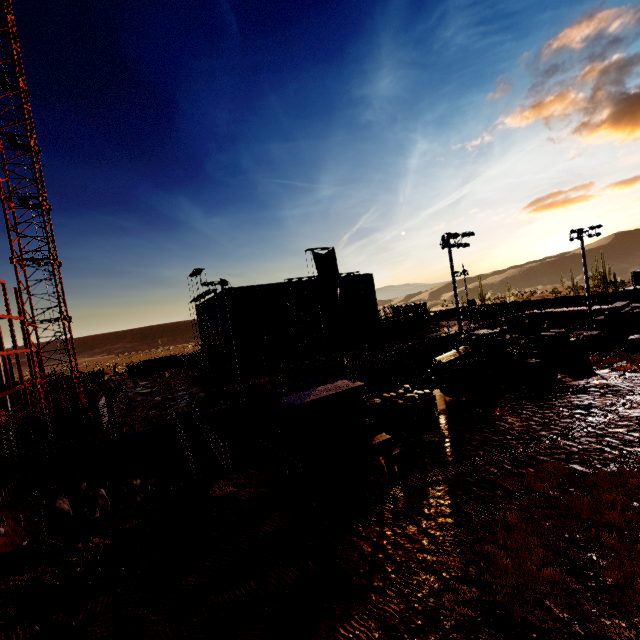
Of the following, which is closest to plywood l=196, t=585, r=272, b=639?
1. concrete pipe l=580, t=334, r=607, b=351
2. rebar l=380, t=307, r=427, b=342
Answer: concrete pipe l=580, t=334, r=607, b=351

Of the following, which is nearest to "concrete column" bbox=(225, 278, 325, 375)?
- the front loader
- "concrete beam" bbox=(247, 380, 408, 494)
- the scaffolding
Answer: the scaffolding

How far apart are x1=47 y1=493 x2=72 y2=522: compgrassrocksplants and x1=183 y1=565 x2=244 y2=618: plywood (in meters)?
16.36

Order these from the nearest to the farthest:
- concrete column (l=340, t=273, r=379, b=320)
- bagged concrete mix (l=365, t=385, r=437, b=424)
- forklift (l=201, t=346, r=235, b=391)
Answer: bagged concrete mix (l=365, t=385, r=437, b=424) < forklift (l=201, t=346, r=235, b=391) < concrete column (l=340, t=273, r=379, b=320)

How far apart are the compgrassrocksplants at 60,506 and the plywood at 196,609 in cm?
1636

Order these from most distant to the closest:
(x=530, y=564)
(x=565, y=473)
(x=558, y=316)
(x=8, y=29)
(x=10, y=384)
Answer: (x=558, y=316) → (x=10, y=384) → (x=8, y=29) → (x=565, y=473) → (x=530, y=564)

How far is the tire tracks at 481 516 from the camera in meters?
9.2

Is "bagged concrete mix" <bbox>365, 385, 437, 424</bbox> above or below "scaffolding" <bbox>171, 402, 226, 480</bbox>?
above
